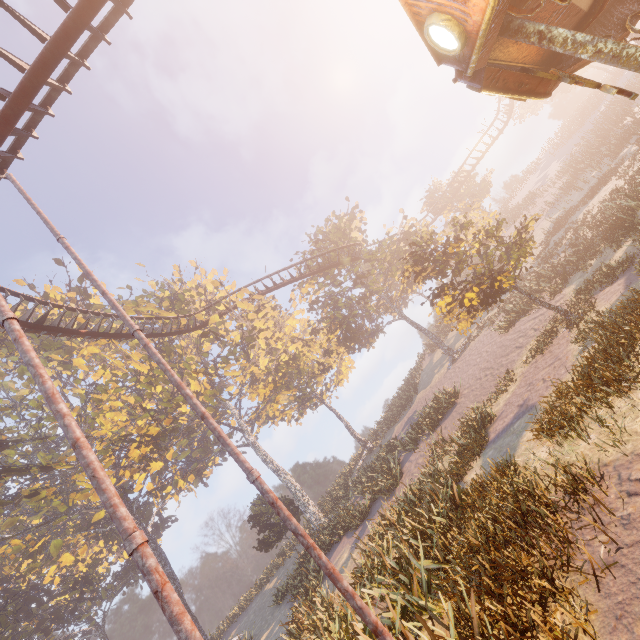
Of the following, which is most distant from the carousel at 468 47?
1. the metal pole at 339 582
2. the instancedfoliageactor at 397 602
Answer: the metal pole at 339 582

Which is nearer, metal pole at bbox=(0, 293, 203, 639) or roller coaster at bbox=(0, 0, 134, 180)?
metal pole at bbox=(0, 293, 203, 639)

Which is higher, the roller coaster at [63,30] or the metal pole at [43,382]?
the roller coaster at [63,30]

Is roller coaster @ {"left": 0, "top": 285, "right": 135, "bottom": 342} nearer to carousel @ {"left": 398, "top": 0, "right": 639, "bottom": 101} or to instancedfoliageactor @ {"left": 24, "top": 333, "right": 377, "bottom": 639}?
instancedfoliageactor @ {"left": 24, "top": 333, "right": 377, "bottom": 639}

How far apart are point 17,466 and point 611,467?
31.6 meters

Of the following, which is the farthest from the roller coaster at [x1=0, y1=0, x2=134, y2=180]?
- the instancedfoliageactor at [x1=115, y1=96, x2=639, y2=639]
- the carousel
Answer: the carousel

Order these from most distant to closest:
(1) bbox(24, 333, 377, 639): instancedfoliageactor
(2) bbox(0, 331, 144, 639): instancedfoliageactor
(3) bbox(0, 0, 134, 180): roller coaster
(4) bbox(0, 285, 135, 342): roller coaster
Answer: (2) bbox(0, 331, 144, 639): instancedfoliageactor < (4) bbox(0, 285, 135, 342): roller coaster < (1) bbox(24, 333, 377, 639): instancedfoliageactor < (3) bbox(0, 0, 134, 180): roller coaster

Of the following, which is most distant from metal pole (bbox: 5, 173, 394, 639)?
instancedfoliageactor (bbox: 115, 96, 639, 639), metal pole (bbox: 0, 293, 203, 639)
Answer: metal pole (bbox: 0, 293, 203, 639)
